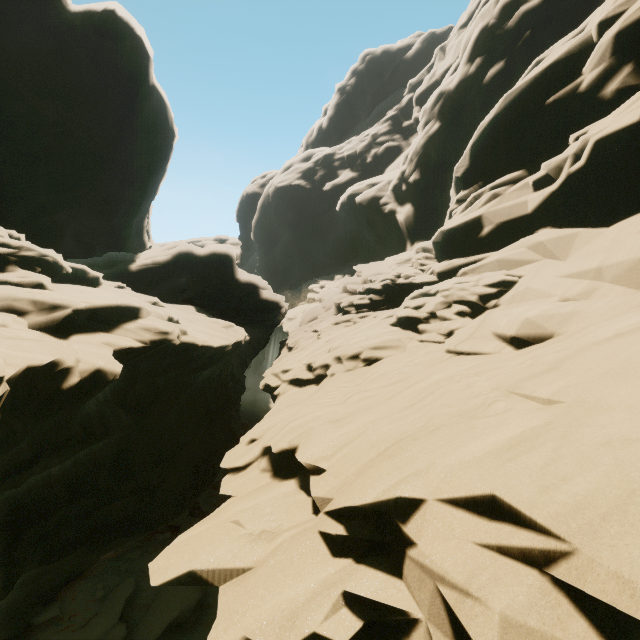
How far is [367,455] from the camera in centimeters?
467cm
